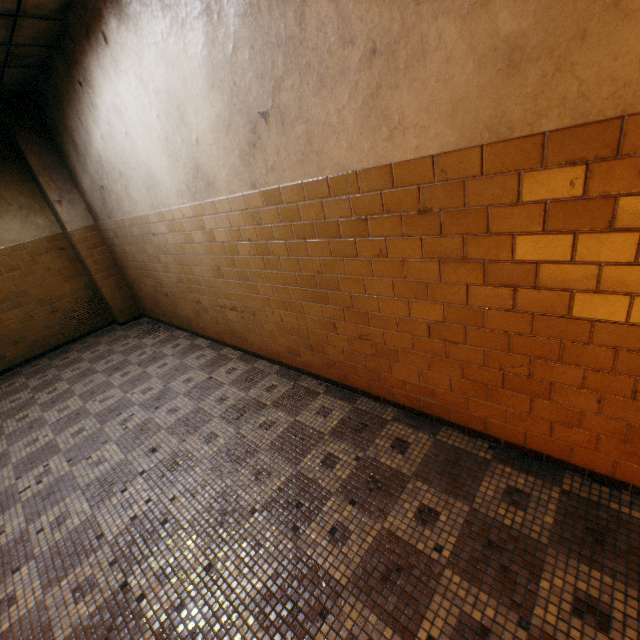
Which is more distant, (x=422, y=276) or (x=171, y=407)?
(x=171, y=407)
